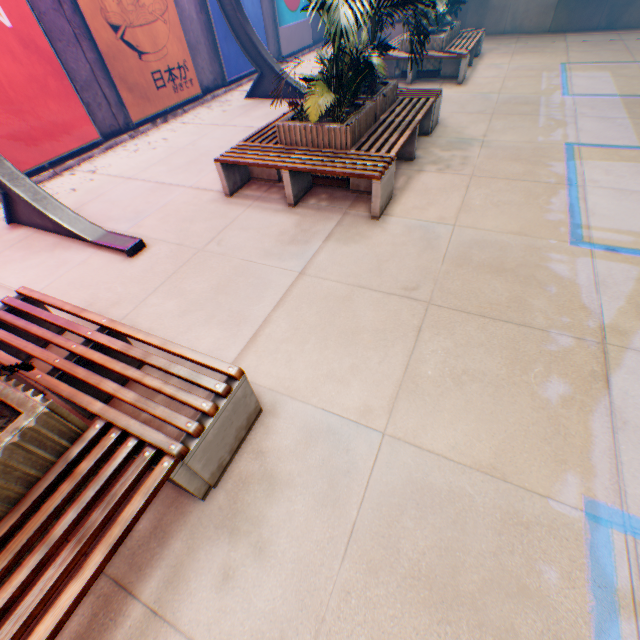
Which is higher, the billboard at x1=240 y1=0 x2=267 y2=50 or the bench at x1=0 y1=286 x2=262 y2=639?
the billboard at x1=240 y1=0 x2=267 y2=50

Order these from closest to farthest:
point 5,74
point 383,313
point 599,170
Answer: point 383,313 → point 599,170 → point 5,74

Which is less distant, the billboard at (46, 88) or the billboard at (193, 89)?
the billboard at (46, 88)

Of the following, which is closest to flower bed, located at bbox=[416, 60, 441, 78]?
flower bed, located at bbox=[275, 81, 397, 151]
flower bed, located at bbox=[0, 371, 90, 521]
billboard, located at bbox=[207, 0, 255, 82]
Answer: → flower bed, located at bbox=[275, 81, 397, 151]

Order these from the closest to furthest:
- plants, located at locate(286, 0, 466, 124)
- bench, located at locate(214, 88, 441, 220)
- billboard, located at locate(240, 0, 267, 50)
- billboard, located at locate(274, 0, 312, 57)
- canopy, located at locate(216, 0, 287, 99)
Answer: plants, located at locate(286, 0, 466, 124), bench, located at locate(214, 88, 441, 220), canopy, located at locate(216, 0, 287, 99), billboard, located at locate(240, 0, 267, 50), billboard, located at locate(274, 0, 312, 57)

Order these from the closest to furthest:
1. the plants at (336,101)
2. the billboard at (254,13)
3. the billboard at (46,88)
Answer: the plants at (336,101)
the billboard at (46,88)
the billboard at (254,13)

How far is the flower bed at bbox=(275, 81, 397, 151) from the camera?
4.6 meters

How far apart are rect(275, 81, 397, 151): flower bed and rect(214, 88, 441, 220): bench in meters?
0.0
